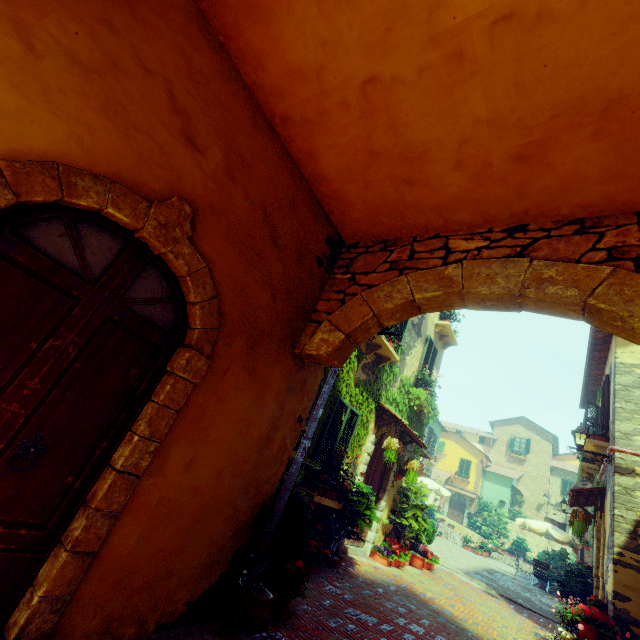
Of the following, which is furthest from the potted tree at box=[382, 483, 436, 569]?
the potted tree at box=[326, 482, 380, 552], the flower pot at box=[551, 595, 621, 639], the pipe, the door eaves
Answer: the pipe

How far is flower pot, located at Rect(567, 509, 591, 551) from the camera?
8.4 meters

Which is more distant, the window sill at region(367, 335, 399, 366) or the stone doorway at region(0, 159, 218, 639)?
the window sill at region(367, 335, 399, 366)

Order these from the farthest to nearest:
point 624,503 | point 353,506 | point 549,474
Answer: point 549,474
point 624,503
point 353,506

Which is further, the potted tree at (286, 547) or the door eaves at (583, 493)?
the door eaves at (583, 493)

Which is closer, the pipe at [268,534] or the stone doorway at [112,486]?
the stone doorway at [112,486]

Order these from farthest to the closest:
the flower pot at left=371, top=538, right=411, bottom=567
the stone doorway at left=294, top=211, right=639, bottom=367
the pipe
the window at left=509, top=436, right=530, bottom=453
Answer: the window at left=509, top=436, right=530, bottom=453 → the flower pot at left=371, top=538, right=411, bottom=567 → the pipe → the stone doorway at left=294, top=211, right=639, bottom=367

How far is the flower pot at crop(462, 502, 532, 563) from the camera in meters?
20.7 m
